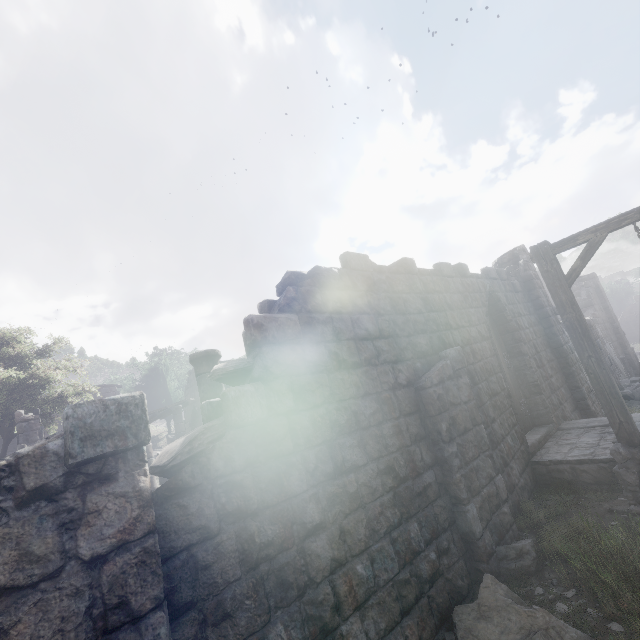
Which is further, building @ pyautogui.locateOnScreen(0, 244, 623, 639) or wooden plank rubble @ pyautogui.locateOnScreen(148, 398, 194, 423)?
wooden plank rubble @ pyautogui.locateOnScreen(148, 398, 194, 423)

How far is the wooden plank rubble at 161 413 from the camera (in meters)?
17.25

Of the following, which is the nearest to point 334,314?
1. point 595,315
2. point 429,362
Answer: point 429,362

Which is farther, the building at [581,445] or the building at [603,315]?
the building at [603,315]

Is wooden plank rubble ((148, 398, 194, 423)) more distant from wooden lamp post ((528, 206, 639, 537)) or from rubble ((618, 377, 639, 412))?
rubble ((618, 377, 639, 412))

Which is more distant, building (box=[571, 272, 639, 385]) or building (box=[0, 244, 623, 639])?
building (box=[571, 272, 639, 385])

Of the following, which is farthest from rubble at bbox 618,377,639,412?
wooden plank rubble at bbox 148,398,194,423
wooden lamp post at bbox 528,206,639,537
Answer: wooden plank rubble at bbox 148,398,194,423
